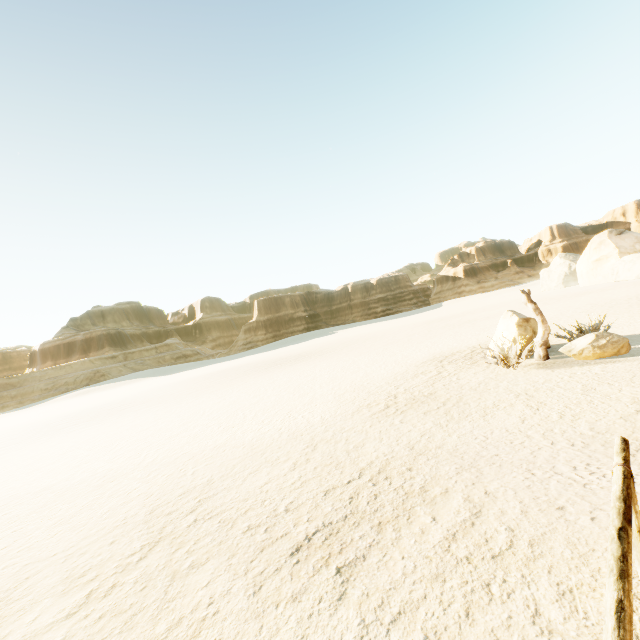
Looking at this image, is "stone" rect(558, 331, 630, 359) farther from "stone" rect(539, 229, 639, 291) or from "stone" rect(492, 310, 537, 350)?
"stone" rect(539, 229, 639, 291)

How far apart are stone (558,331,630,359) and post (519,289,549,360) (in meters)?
0.34

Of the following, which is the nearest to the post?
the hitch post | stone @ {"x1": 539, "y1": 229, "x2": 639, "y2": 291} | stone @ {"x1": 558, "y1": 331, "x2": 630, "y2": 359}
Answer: stone @ {"x1": 558, "y1": 331, "x2": 630, "y2": 359}

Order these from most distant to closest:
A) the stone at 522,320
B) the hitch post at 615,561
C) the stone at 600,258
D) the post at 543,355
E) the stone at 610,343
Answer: the stone at 600,258 → the stone at 522,320 → the post at 543,355 → the stone at 610,343 → the hitch post at 615,561

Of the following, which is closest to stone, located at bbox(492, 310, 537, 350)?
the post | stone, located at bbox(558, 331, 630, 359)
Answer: the post

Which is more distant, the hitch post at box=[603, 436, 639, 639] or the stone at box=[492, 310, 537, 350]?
the stone at box=[492, 310, 537, 350]

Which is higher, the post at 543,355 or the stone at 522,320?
the stone at 522,320

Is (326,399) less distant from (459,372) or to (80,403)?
(459,372)
